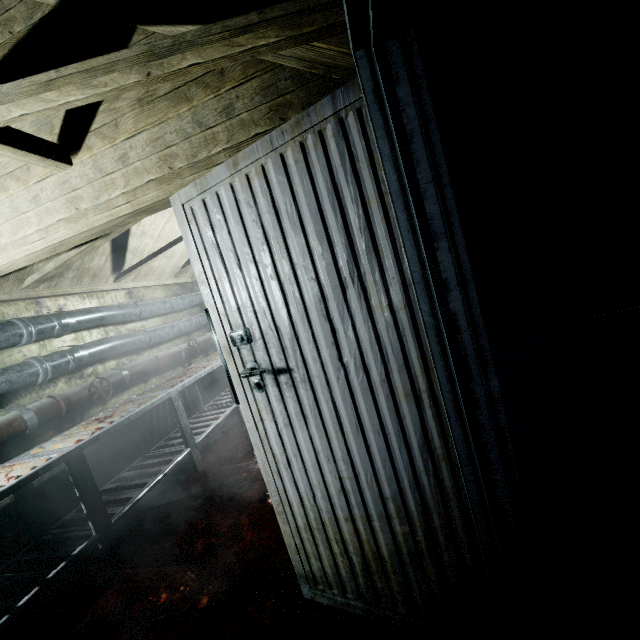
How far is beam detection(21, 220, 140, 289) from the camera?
2.5m

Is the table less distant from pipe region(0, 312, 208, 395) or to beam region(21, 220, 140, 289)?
pipe region(0, 312, 208, 395)

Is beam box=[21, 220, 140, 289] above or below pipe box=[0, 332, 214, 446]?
above

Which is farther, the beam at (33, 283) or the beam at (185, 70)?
the beam at (33, 283)

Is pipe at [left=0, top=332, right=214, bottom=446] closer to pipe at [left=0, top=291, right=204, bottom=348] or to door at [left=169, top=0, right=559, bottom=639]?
pipe at [left=0, top=291, right=204, bottom=348]

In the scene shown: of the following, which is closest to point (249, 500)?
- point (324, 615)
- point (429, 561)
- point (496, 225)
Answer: point (324, 615)

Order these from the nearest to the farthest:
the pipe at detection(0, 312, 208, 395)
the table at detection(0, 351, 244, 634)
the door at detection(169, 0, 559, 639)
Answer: the door at detection(169, 0, 559, 639), the table at detection(0, 351, 244, 634), the pipe at detection(0, 312, 208, 395)

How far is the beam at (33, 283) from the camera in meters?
2.5
